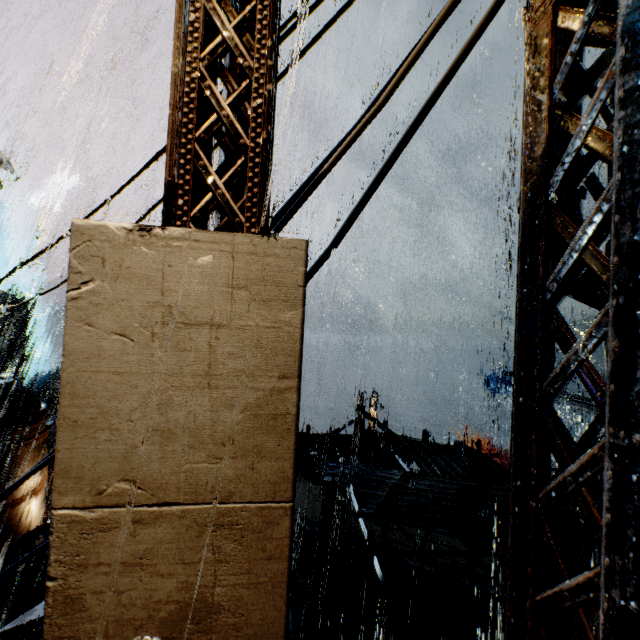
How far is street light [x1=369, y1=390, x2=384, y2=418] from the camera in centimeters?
2202cm

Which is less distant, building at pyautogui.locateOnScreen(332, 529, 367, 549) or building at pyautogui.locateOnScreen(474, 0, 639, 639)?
building at pyautogui.locateOnScreen(474, 0, 639, 639)

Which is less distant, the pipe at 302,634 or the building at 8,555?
the building at 8,555

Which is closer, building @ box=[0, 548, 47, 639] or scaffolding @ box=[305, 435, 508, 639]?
scaffolding @ box=[305, 435, 508, 639]

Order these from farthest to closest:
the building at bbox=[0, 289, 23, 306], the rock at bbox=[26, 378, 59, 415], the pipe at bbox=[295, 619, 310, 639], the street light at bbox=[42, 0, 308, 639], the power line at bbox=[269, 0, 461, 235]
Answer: the rock at bbox=[26, 378, 59, 415] → the building at bbox=[0, 289, 23, 306] → the pipe at bbox=[295, 619, 310, 639] → the power line at bbox=[269, 0, 461, 235] → the street light at bbox=[42, 0, 308, 639]

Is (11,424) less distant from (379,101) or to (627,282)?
(379,101)

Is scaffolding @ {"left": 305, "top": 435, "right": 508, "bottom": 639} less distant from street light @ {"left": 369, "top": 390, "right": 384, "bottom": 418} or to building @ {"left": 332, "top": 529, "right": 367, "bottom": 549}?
building @ {"left": 332, "top": 529, "right": 367, "bottom": 549}

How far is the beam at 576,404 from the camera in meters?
18.8 m
